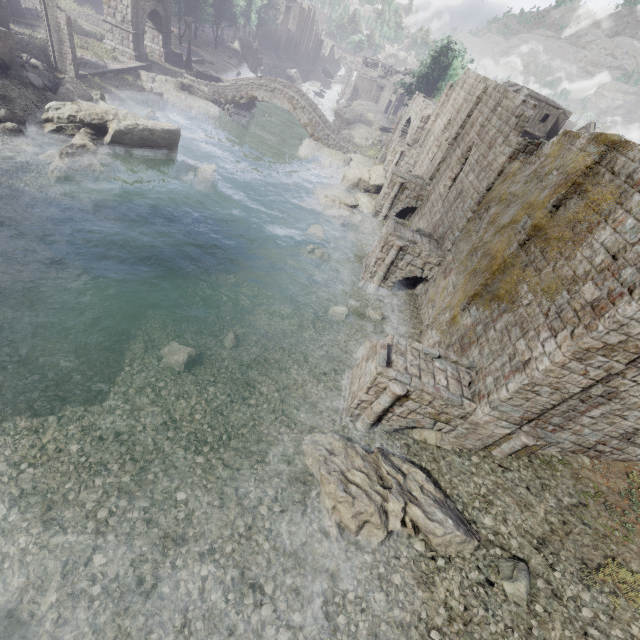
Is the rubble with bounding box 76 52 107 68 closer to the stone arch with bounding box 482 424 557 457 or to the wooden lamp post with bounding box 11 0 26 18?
the wooden lamp post with bounding box 11 0 26 18

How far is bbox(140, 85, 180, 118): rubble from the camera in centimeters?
2906cm

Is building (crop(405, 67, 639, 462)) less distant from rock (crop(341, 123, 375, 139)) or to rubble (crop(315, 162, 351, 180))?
rock (crop(341, 123, 375, 139))

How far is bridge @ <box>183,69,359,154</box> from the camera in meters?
33.9 m

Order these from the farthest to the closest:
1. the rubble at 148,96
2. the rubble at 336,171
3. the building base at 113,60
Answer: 1. the rubble at 336,171
2. the rubble at 148,96
3. the building base at 113,60

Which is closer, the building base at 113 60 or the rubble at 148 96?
the building base at 113 60

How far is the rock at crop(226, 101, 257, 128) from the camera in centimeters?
3572cm

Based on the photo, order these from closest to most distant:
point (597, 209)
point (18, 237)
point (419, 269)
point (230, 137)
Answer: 1. point (597, 209)
2. point (18, 237)
3. point (419, 269)
4. point (230, 137)
